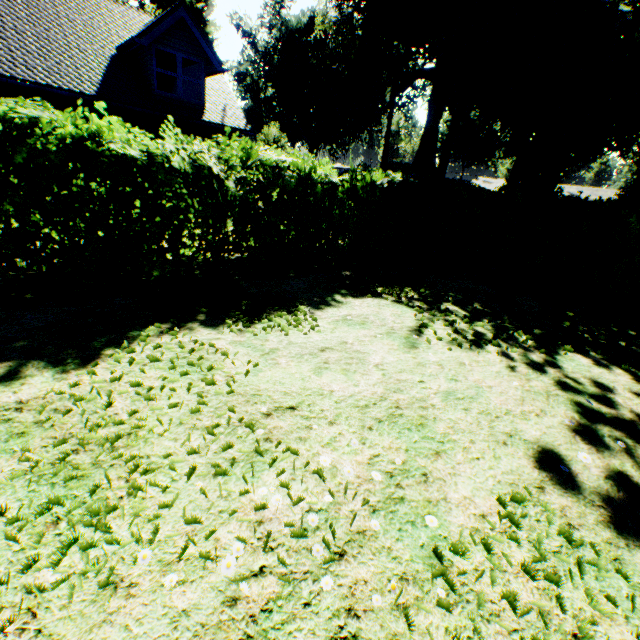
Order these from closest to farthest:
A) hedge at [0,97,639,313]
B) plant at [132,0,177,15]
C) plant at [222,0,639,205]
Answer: hedge at [0,97,639,313] → plant at [222,0,639,205] → plant at [132,0,177,15]

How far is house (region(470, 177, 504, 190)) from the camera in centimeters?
5329cm

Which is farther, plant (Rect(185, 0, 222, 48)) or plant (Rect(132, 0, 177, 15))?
plant (Rect(185, 0, 222, 48))

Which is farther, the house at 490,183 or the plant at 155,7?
the house at 490,183

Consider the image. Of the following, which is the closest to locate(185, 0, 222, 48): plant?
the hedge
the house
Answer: the house

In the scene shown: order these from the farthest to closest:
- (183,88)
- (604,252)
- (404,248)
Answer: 1. (183,88)
2. (404,248)
3. (604,252)

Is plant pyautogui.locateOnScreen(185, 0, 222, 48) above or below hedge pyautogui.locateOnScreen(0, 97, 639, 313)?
above

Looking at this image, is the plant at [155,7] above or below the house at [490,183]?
above
